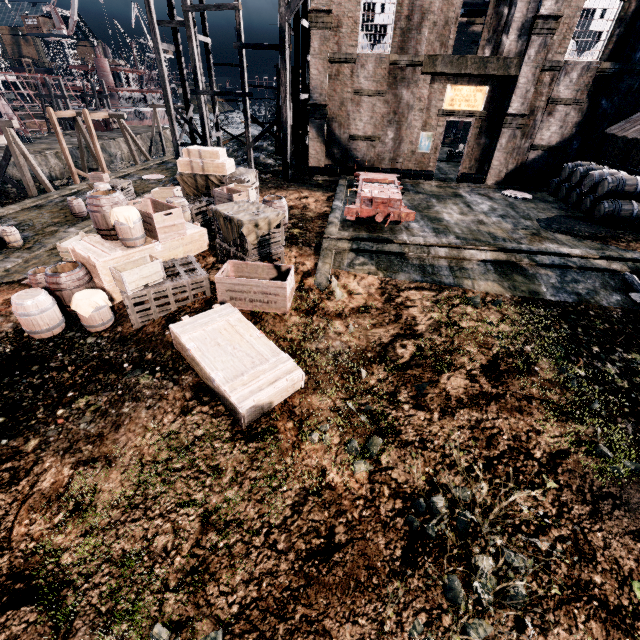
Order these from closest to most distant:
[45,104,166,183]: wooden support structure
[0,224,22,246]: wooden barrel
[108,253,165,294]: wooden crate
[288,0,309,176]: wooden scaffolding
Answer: [108,253,165,294]: wooden crate → [0,224,22,246]: wooden barrel → [288,0,309,176]: wooden scaffolding → [45,104,166,183]: wooden support structure

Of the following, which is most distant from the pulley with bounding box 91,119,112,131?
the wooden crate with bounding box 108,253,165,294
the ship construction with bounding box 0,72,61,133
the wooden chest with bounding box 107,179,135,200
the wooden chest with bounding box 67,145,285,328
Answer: the wooden crate with bounding box 108,253,165,294

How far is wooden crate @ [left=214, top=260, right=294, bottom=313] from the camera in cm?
907

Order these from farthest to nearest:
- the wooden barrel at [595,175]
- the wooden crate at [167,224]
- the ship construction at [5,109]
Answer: the ship construction at [5,109], the wooden barrel at [595,175], the wooden crate at [167,224]

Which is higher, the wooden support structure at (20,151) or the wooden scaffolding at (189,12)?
the wooden scaffolding at (189,12)

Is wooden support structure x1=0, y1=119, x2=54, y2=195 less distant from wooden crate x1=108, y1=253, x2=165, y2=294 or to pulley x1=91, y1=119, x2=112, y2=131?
wooden crate x1=108, y1=253, x2=165, y2=294

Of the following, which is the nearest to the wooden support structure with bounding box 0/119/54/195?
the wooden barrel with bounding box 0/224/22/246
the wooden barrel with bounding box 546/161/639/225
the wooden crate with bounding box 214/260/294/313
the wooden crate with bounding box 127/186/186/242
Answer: the wooden barrel with bounding box 0/224/22/246

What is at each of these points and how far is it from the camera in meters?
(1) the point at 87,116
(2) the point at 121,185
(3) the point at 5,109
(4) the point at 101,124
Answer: (1) wooden support structure, 27.8 m
(2) wooden chest, 20.7 m
(3) ship construction, 46.1 m
(4) pulley, 48.5 m
